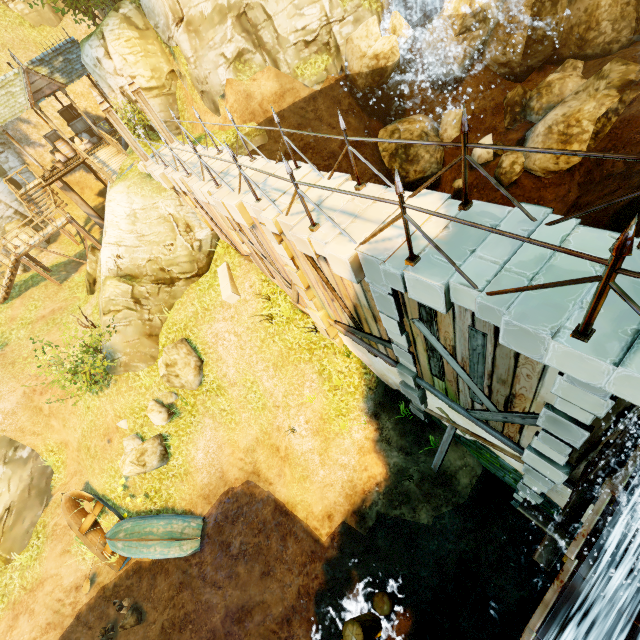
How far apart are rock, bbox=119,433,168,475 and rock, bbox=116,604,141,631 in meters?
4.2 m

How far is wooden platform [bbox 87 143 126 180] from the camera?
17.1 meters

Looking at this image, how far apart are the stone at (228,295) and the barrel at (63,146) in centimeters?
1633cm

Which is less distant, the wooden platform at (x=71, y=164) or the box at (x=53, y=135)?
the wooden platform at (x=71, y=164)

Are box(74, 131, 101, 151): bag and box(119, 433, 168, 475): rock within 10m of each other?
no

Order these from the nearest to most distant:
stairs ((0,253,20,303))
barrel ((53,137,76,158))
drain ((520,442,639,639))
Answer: drain ((520,442,639,639))
stairs ((0,253,20,303))
barrel ((53,137,76,158))

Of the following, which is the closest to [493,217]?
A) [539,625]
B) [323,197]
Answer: [323,197]

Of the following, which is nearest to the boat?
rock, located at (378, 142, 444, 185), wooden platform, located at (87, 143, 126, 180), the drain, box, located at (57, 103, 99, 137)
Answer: the drain
